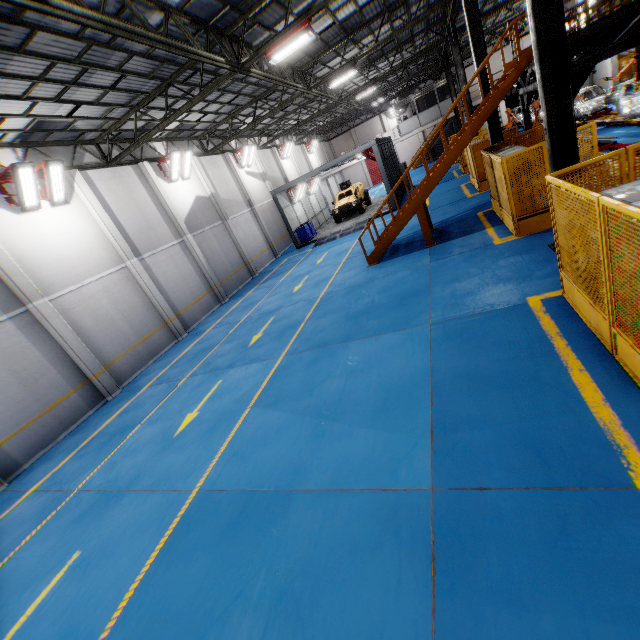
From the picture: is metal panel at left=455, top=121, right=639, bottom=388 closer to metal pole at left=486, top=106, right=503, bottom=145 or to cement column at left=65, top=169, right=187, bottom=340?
metal pole at left=486, top=106, right=503, bottom=145

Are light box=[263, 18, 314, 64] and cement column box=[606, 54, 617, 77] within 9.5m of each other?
no

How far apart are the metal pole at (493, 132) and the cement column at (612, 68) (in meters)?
24.12

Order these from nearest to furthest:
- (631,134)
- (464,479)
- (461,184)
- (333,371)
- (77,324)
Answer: (464,479) → (333,371) → (77,324) → (631,134) → (461,184)

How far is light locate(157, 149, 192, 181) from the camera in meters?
16.6

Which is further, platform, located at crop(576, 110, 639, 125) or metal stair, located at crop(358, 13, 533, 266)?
platform, located at crop(576, 110, 639, 125)

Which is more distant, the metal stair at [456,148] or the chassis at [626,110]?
the chassis at [626,110]

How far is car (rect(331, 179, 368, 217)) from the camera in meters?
24.6 m
